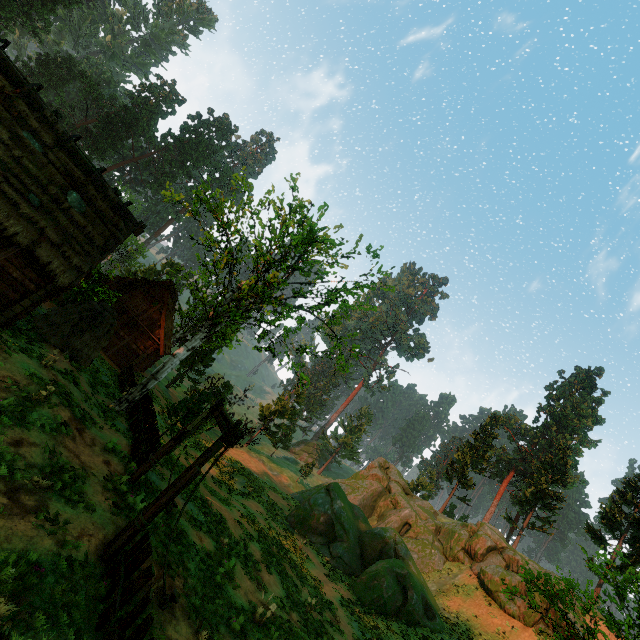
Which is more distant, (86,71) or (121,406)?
(86,71)

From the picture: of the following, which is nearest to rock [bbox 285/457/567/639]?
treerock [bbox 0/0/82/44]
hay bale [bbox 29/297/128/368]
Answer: treerock [bbox 0/0/82/44]

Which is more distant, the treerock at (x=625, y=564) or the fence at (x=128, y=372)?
the fence at (x=128, y=372)

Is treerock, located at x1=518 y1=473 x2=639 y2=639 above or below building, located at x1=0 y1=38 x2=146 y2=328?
above

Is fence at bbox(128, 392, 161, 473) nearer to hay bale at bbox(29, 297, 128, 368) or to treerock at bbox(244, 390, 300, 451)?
treerock at bbox(244, 390, 300, 451)

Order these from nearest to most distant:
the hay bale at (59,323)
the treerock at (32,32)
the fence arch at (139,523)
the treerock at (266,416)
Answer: the fence arch at (139,523), the hay bale at (59,323), the treerock at (266,416), the treerock at (32,32)

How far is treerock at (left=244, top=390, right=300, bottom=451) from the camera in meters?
44.6 m

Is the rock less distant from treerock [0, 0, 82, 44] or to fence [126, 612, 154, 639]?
treerock [0, 0, 82, 44]
